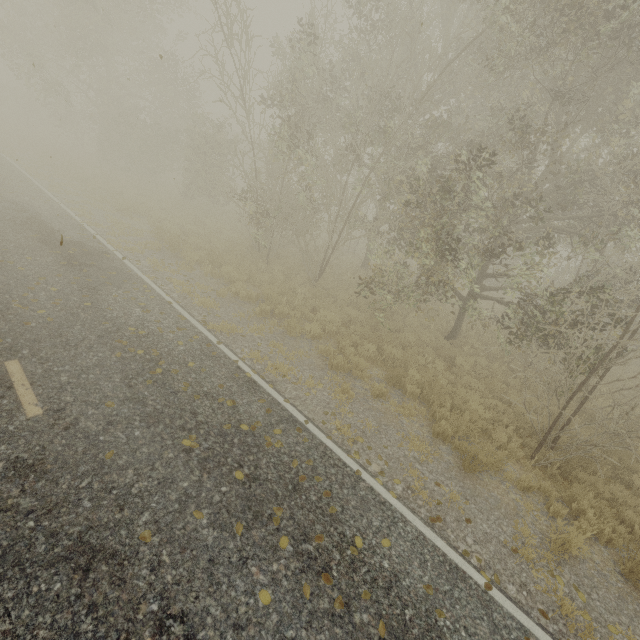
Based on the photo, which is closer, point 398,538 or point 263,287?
point 398,538
